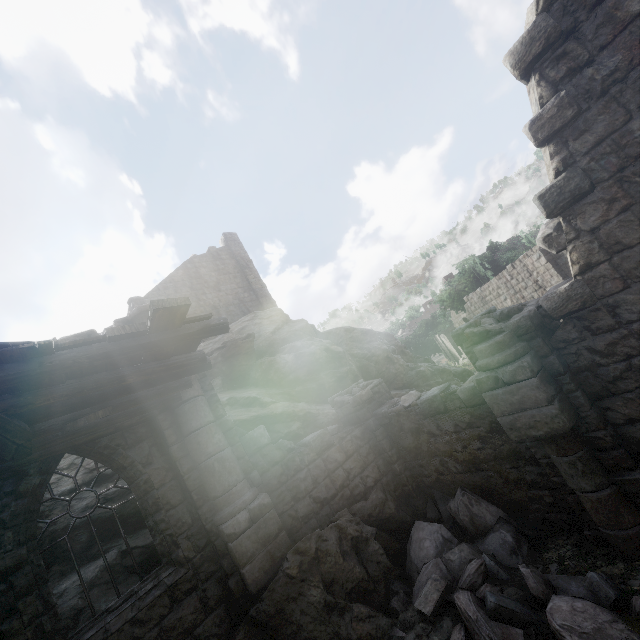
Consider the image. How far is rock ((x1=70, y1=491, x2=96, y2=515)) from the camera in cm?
746

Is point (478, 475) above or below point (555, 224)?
below

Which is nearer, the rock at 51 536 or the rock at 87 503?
the rock at 51 536

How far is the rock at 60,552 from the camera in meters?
6.6

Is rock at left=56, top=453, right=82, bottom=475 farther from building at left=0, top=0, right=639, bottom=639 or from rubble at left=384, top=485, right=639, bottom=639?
rubble at left=384, top=485, right=639, bottom=639

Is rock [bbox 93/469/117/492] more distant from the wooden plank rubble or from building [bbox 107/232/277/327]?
the wooden plank rubble
